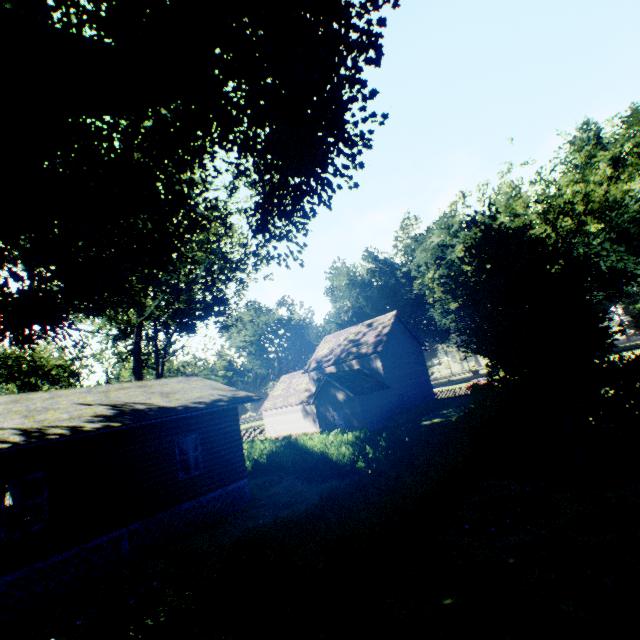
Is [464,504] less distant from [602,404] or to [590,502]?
[590,502]

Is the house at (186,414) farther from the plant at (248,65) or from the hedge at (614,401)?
the hedge at (614,401)

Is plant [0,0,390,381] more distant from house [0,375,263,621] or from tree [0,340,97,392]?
tree [0,340,97,392]

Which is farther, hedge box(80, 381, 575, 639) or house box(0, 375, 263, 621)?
house box(0, 375, 263, 621)

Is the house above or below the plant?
below

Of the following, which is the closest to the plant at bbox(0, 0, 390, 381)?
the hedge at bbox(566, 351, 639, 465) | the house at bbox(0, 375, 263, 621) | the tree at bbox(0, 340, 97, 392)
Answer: the hedge at bbox(566, 351, 639, 465)

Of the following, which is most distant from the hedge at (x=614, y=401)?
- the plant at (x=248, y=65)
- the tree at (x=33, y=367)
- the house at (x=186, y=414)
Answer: the tree at (x=33, y=367)

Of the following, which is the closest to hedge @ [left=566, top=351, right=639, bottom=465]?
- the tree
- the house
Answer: the house
